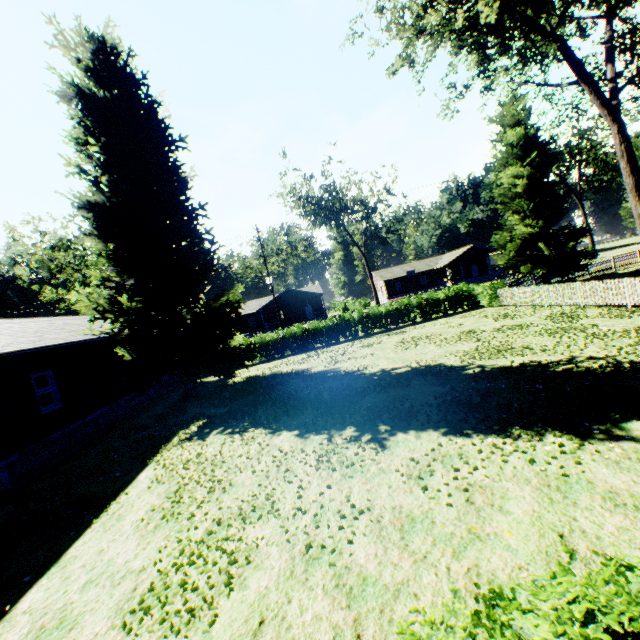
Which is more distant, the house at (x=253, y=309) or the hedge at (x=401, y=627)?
the house at (x=253, y=309)

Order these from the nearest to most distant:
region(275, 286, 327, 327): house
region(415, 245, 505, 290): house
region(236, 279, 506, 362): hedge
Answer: region(236, 279, 506, 362): hedge
region(275, 286, 327, 327): house
region(415, 245, 505, 290): house

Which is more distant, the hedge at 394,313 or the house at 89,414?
the hedge at 394,313

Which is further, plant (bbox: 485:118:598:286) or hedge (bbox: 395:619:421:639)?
plant (bbox: 485:118:598:286)

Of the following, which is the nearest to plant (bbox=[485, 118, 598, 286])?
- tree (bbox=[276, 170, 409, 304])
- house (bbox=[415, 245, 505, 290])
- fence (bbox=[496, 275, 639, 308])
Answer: fence (bbox=[496, 275, 639, 308])

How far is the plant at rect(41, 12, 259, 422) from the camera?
15.26m

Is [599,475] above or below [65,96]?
below

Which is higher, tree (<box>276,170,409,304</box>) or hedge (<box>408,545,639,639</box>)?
tree (<box>276,170,409,304</box>)
